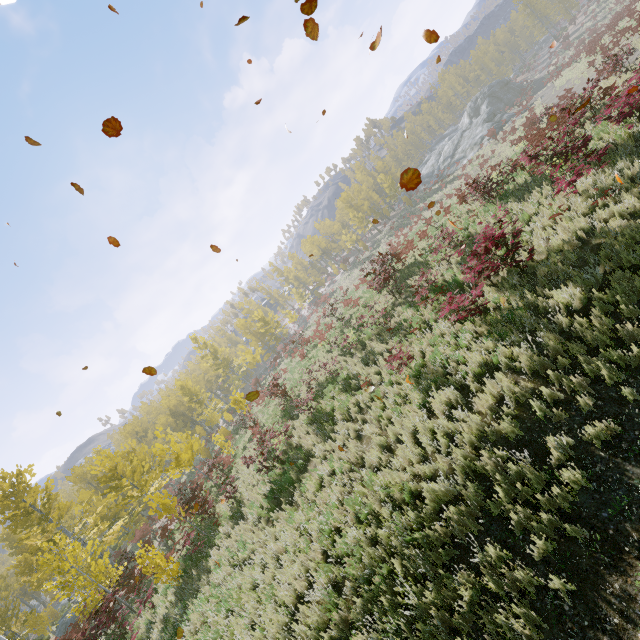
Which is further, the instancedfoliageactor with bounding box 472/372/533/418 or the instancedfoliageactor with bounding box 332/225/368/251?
the instancedfoliageactor with bounding box 332/225/368/251

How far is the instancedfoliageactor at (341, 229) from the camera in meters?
49.4

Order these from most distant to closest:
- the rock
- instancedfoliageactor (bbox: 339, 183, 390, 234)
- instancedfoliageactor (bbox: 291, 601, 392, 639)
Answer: instancedfoliageactor (bbox: 339, 183, 390, 234) < the rock < instancedfoliageactor (bbox: 291, 601, 392, 639)

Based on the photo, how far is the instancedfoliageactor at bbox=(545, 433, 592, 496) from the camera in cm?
463

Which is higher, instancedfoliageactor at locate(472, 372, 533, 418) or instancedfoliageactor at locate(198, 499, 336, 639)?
instancedfoliageactor at locate(198, 499, 336, 639)

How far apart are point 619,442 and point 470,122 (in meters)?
57.79

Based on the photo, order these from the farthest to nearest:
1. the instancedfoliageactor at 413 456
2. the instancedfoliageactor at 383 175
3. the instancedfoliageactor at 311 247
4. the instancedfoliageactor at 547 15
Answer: the instancedfoliageactor at 311 247, the instancedfoliageactor at 547 15, the instancedfoliageactor at 383 175, the instancedfoliageactor at 413 456
